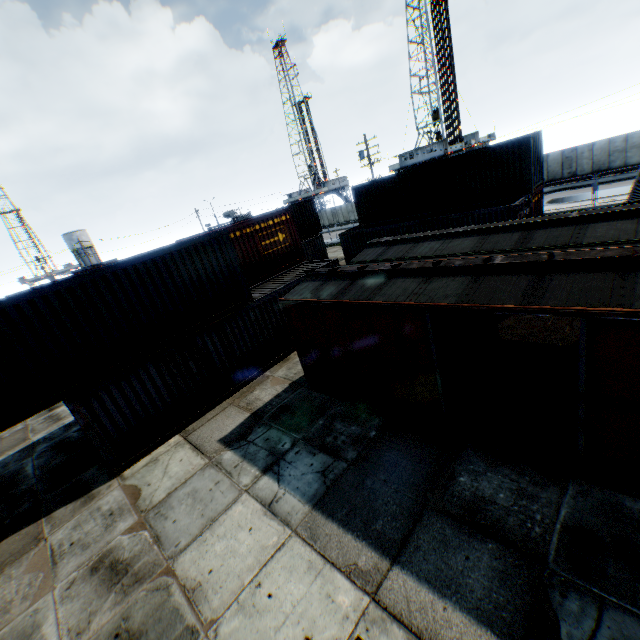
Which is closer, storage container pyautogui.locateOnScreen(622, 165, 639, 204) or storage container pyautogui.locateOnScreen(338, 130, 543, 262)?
storage container pyautogui.locateOnScreen(622, 165, 639, 204)

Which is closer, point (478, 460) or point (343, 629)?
point (343, 629)

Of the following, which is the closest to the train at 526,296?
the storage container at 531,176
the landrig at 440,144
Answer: the storage container at 531,176

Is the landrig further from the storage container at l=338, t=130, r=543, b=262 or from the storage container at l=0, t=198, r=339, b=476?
the storage container at l=0, t=198, r=339, b=476

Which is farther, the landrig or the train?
the landrig

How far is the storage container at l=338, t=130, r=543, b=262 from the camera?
17.5m

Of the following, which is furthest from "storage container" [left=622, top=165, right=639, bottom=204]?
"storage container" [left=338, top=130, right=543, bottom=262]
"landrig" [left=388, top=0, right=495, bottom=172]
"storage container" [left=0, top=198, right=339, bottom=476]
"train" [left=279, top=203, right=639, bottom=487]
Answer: "landrig" [left=388, top=0, right=495, bottom=172]

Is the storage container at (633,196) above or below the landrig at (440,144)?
below
